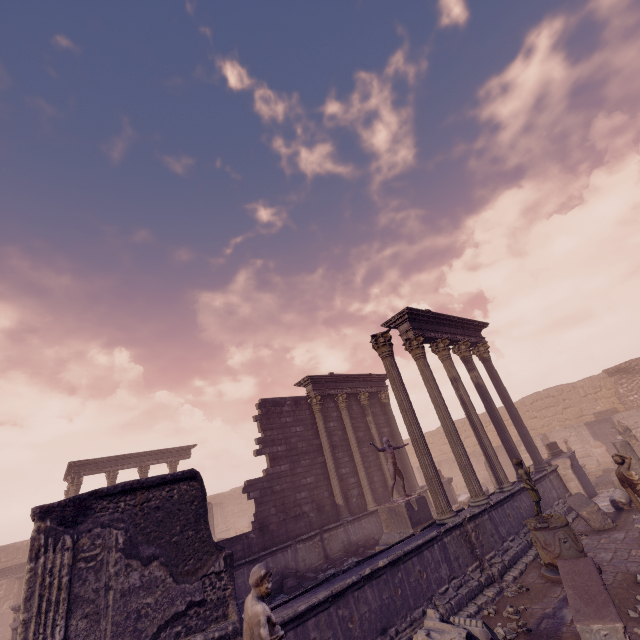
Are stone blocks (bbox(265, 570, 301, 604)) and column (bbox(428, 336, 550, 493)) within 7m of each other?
no

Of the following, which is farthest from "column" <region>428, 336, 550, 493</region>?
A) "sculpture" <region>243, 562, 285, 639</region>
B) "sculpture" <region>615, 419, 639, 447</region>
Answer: "sculpture" <region>243, 562, 285, 639</region>

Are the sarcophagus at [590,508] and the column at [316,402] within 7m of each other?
no

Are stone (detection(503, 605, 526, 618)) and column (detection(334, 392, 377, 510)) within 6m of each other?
no

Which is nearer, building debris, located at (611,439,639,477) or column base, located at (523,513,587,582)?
column base, located at (523,513,587,582)

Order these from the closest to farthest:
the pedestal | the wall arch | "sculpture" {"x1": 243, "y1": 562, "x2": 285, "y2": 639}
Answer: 1. "sculpture" {"x1": 243, "y1": 562, "x2": 285, "y2": 639}
2. the pedestal
3. the wall arch

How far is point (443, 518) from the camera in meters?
8.3

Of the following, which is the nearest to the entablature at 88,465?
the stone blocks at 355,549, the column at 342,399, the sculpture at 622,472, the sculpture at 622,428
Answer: the column at 342,399
